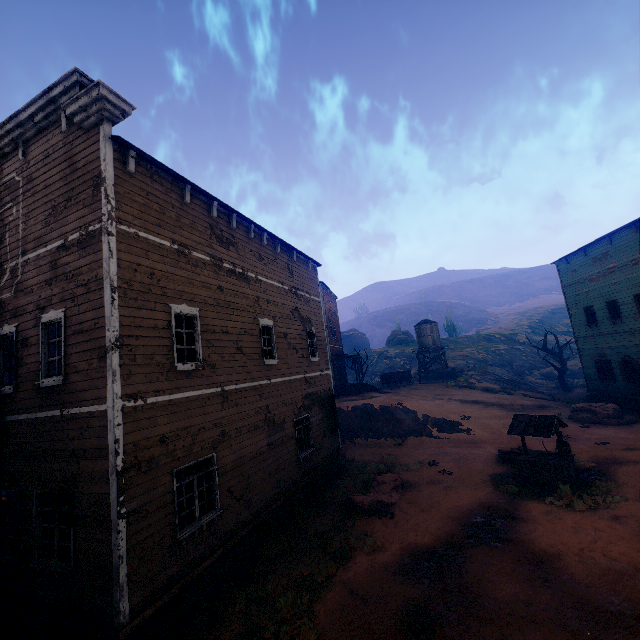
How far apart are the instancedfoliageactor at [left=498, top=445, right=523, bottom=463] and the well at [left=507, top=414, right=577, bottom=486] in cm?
82

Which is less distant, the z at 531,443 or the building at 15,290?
the building at 15,290

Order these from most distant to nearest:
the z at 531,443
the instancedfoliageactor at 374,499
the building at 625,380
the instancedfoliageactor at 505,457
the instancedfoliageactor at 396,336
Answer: the instancedfoliageactor at 396,336
the building at 625,380
the z at 531,443
the instancedfoliageactor at 505,457
the instancedfoliageactor at 374,499

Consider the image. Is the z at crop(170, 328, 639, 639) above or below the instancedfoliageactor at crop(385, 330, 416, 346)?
below

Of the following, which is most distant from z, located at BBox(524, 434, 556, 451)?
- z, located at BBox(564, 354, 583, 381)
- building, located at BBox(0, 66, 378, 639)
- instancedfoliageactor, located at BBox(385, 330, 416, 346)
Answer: z, located at BBox(564, 354, 583, 381)

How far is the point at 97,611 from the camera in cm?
614

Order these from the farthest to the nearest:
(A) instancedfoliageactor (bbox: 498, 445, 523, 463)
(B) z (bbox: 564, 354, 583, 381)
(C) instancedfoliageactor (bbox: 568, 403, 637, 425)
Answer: (B) z (bbox: 564, 354, 583, 381) → (C) instancedfoliageactor (bbox: 568, 403, 637, 425) → (A) instancedfoliageactor (bbox: 498, 445, 523, 463)

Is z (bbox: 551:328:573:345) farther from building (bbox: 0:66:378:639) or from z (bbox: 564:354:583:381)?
z (bbox: 564:354:583:381)
